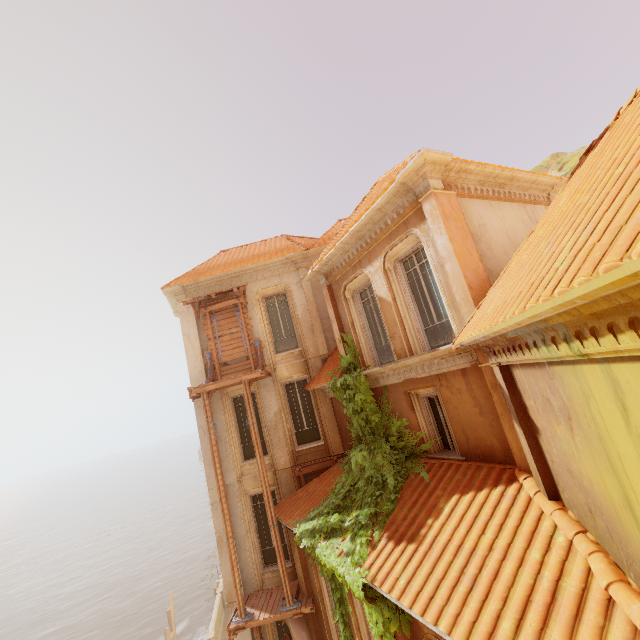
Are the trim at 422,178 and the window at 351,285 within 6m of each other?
yes

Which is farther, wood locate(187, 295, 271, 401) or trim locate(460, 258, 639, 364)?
wood locate(187, 295, 271, 401)

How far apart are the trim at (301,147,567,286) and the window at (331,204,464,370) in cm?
1

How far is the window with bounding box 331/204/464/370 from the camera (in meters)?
7.56

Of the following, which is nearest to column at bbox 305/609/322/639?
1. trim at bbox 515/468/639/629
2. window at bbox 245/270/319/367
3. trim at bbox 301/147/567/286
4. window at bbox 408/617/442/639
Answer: window at bbox 408/617/442/639

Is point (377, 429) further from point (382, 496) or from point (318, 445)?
point (318, 445)

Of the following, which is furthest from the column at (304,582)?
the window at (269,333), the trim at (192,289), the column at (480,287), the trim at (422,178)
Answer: the trim at (192,289)

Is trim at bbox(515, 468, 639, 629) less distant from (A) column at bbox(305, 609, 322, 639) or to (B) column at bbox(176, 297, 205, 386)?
(A) column at bbox(305, 609, 322, 639)
